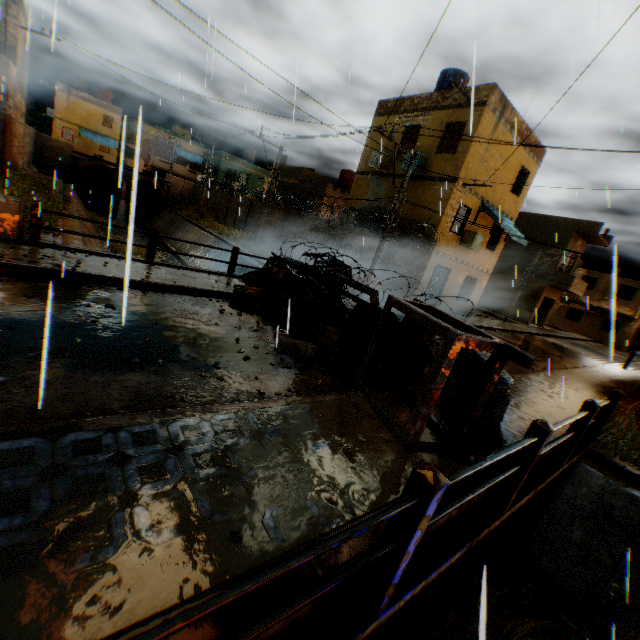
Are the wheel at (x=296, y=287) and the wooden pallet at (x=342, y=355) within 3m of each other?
yes

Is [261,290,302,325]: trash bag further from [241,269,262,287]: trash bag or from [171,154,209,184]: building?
[171,154,209,184]: building

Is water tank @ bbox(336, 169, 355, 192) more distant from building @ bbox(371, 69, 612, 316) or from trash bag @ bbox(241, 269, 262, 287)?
trash bag @ bbox(241, 269, 262, 287)

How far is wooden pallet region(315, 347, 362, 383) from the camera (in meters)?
5.70

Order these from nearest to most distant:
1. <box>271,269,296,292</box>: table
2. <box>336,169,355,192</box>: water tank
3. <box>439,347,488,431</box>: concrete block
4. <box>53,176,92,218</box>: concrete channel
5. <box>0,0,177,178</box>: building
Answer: <box>439,347,488,431</box>: concrete block < <box>271,269,296,292</box>: table < <box>0,0,177,178</box>: building < <box>53,176,92,218</box>: concrete channel < <box>336,169,355,192</box>: water tank

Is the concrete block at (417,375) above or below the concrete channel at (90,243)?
above

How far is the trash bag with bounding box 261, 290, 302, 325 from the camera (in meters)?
7.87

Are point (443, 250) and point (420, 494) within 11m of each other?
no
